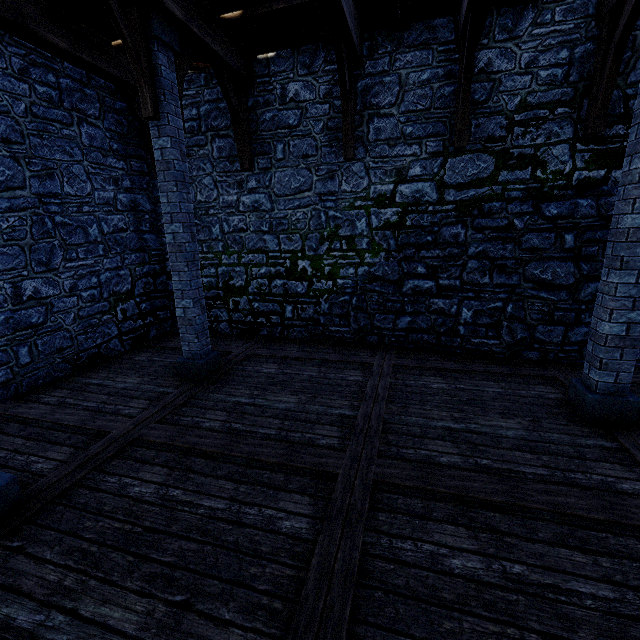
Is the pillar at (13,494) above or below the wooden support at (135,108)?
below

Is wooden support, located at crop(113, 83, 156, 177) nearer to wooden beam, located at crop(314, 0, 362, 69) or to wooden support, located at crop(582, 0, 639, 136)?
wooden beam, located at crop(314, 0, 362, 69)

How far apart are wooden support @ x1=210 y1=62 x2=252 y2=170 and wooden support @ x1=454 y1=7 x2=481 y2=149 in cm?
403

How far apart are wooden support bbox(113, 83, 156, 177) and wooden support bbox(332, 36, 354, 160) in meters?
4.2

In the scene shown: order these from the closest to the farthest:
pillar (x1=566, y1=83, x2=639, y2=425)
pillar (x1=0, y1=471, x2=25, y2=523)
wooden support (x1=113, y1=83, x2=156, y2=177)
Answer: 1. pillar (x1=0, y1=471, x2=25, y2=523)
2. pillar (x1=566, y1=83, x2=639, y2=425)
3. wooden support (x1=113, y1=83, x2=156, y2=177)

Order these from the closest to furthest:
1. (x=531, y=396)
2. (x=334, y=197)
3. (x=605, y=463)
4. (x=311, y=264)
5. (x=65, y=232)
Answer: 1. (x=605, y=463)
2. (x=531, y=396)
3. (x=65, y=232)
4. (x=334, y=197)
5. (x=311, y=264)

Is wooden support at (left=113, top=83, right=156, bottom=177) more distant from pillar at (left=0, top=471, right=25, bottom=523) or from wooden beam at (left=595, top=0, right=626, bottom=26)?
wooden beam at (left=595, top=0, right=626, bottom=26)

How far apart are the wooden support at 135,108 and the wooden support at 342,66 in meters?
4.2
